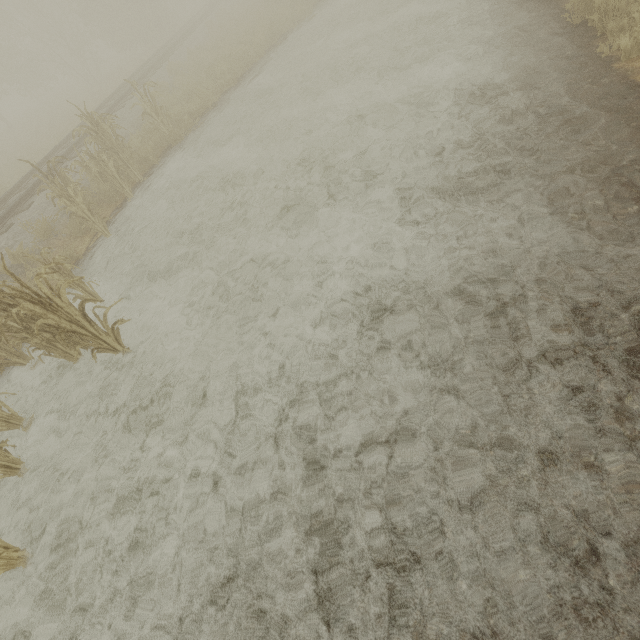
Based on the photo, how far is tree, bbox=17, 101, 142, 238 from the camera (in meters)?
6.98

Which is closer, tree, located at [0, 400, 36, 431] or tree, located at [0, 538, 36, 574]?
tree, located at [0, 538, 36, 574]

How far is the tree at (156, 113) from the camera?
9.0m

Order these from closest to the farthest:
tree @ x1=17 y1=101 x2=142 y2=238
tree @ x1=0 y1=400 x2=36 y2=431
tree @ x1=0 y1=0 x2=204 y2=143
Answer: tree @ x1=0 y1=400 x2=36 y2=431 < tree @ x1=17 y1=101 x2=142 y2=238 < tree @ x1=0 y1=0 x2=204 y2=143

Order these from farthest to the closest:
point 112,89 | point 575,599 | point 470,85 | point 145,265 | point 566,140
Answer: point 112,89 → point 145,265 → point 470,85 → point 566,140 → point 575,599

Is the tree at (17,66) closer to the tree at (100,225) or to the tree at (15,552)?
the tree at (100,225)

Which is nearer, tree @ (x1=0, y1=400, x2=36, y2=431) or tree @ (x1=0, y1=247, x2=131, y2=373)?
tree @ (x1=0, y1=247, x2=131, y2=373)
